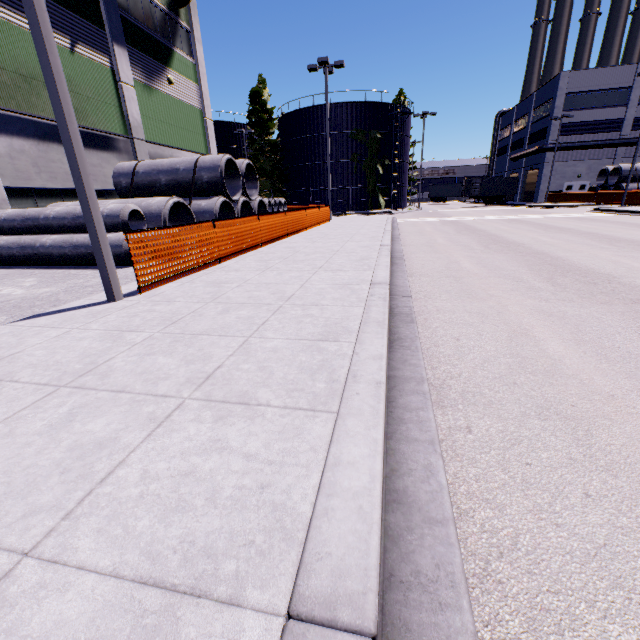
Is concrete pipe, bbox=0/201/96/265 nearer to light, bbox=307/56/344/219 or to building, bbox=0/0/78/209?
building, bbox=0/0/78/209

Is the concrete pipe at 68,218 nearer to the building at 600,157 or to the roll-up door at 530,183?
the building at 600,157

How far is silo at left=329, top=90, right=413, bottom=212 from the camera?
37.8 meters

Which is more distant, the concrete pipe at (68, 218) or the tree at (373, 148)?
the tree at (373, 148)

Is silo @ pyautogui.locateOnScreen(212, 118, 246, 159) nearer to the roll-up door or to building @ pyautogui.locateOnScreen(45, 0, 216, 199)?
building @ pyautogui.locateOnScreen(45, 0, 216, 199)

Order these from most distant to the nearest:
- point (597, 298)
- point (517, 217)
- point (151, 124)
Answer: point (517, 217) < point (151, 124) < point (597, 298)

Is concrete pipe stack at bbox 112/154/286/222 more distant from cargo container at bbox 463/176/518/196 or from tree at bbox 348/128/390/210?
cargo container at bbox 463/176/518/196

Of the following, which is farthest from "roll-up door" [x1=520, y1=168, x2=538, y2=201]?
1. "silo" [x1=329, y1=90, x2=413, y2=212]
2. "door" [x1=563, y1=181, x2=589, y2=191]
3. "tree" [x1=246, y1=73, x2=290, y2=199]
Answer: "door" [x1=563, y1=181, x2=589, y2=191]
